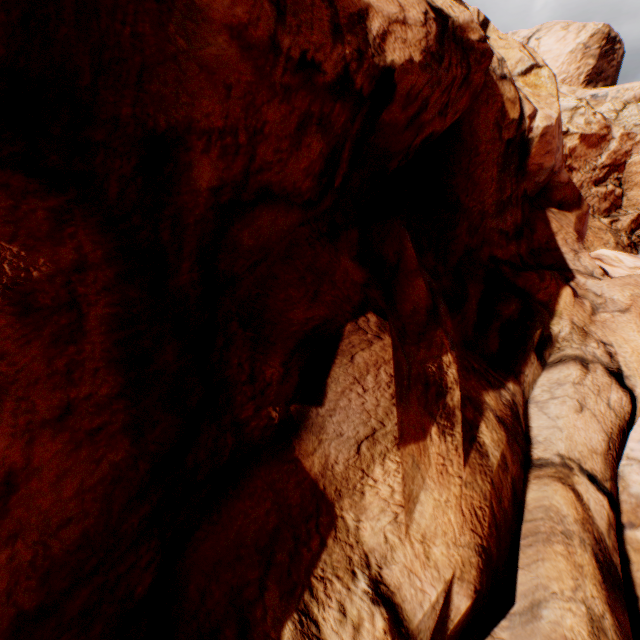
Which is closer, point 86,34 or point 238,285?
point 86,34
